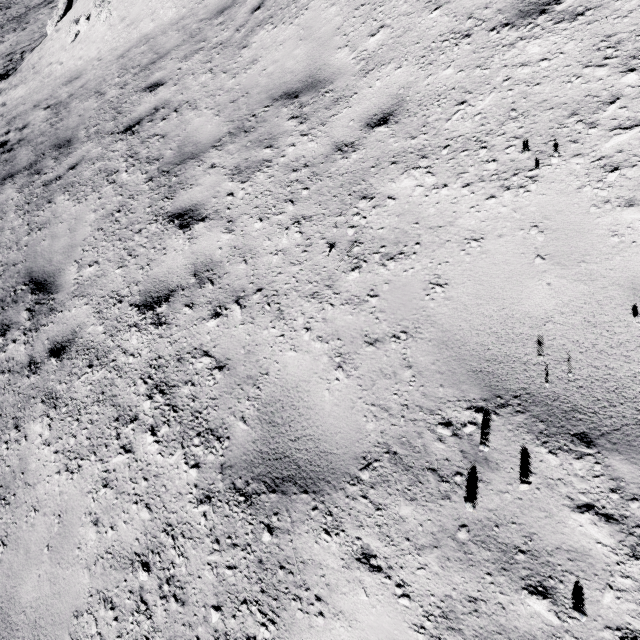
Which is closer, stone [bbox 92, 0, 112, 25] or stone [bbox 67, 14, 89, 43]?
stone [bbox 92, 0, 112, 25]

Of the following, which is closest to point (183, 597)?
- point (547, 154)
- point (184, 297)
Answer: point (184, 297)

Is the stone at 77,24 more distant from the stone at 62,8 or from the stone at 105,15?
the stone at 62,8

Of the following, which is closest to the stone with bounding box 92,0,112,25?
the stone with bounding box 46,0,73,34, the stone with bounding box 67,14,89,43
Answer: the stone with bounding box 67,14,89,43

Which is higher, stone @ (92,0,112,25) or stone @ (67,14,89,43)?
stone @ (92,0,112,25)

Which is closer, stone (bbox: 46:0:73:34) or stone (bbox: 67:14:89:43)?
stone (bbox: 67:14:89:43)

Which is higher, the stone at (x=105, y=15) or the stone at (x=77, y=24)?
the stone at (x=105, y=15)
